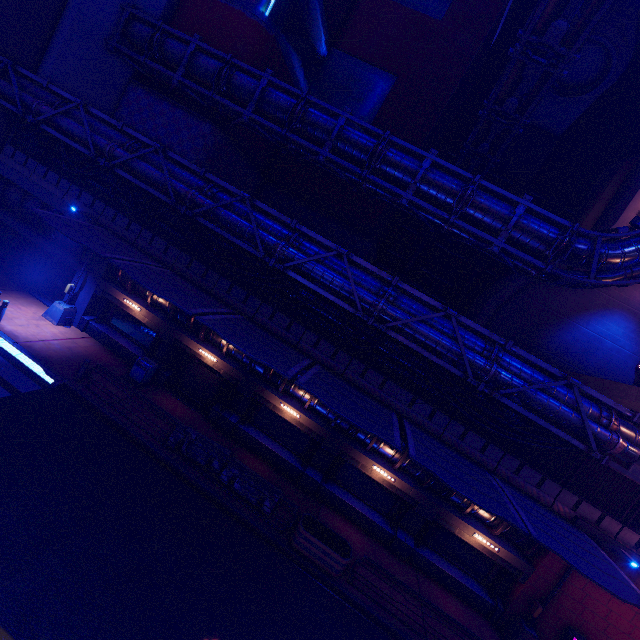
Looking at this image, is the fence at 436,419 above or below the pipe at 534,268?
below

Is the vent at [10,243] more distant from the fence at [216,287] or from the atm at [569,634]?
the atm at [569,634]

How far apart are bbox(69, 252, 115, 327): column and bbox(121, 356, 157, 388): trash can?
4.3m

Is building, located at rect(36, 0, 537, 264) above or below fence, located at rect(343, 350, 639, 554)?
above

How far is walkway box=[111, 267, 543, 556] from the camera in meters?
14.1 m

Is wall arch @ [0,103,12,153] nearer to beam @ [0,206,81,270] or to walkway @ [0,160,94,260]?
walkway @ [0,160,94,260]

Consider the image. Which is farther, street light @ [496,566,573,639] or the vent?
the vent

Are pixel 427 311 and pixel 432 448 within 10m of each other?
yes
